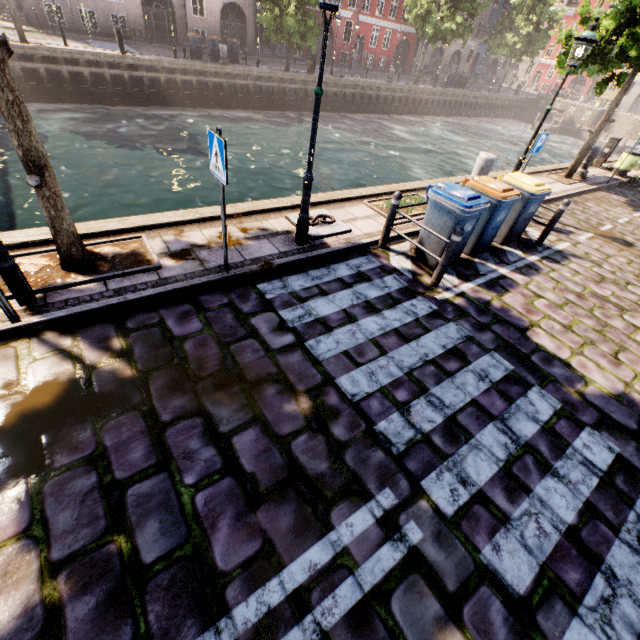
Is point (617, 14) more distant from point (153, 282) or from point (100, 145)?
point (100, 145)

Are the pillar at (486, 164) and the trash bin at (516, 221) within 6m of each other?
yes

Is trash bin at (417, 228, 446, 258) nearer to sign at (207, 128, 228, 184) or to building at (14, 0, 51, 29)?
sign at (207, 128, 228, 184)

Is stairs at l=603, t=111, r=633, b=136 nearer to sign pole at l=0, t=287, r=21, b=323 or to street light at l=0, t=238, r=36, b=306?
street light at l=0, t=238, r=36, b=306

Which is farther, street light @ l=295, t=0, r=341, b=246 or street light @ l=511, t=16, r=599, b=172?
street light @ l=511, t=16, r=599, b=172

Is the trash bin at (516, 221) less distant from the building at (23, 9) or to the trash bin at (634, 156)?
the trash bin at (634, 156)

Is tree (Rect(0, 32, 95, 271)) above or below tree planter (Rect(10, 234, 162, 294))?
above

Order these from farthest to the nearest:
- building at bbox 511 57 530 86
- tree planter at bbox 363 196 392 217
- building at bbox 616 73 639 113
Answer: building at bbox 511 57 530 86
building at bbox 616 73 639 113
tree planter at bbox 363 196 392 217
